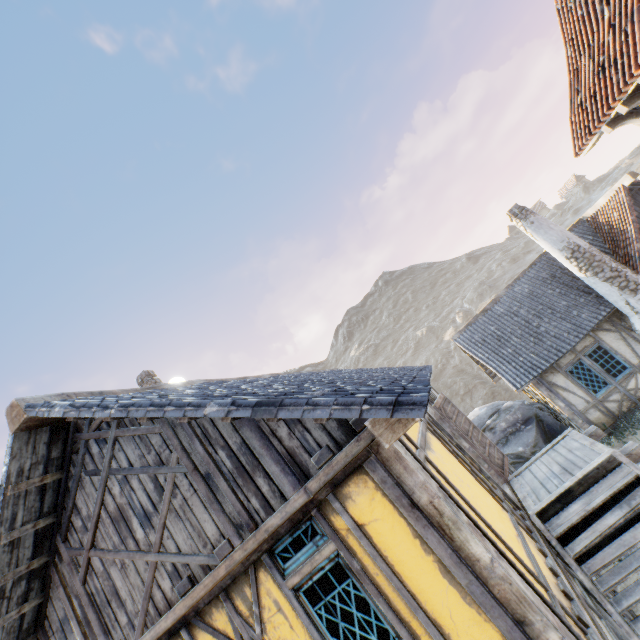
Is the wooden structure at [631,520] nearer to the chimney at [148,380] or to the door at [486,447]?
the door at [486,447]

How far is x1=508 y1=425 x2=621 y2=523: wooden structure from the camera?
5.3m

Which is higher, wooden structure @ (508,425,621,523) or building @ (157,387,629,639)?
building @ (157,387,629,639)

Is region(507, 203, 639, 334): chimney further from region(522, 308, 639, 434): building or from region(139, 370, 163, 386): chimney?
region(139, 370, 163, 386): chimney

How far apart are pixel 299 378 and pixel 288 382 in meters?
1.1

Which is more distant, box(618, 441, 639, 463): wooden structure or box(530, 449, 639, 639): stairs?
box(618, 441, 639, 463): wooden structure

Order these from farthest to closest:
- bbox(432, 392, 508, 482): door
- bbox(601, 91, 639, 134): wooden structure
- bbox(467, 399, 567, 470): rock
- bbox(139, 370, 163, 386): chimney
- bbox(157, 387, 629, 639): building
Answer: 1. bbox(467, 399, 567, 470): rock
2. bbox(139, 370, 163, 386): chimney
3. bbox(432, 392, 508, 482): door
4. bbox(601, 91, 639, 134): wooden structure
5. bbox(157, 387, 629, 639): building

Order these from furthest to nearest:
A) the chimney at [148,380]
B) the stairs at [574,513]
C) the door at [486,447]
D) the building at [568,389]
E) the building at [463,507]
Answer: the building at [568,389] → the chimney at [148,380] → the door at [486,447] → the stairs at [574,513] → the building at [463,507]
